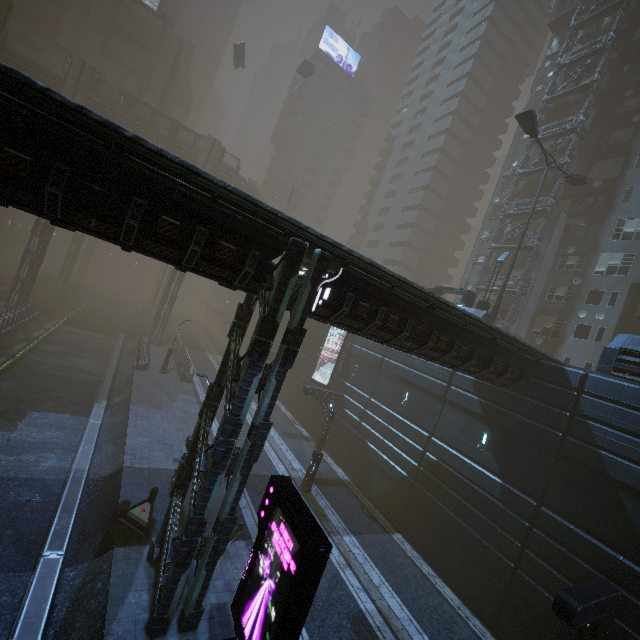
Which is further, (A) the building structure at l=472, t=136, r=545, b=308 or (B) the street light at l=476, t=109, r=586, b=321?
(A) the building structure at l=472, t=136, r=545, b=308

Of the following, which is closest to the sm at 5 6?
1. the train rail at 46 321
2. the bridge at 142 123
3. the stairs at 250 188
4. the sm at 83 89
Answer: the sm at 83 89

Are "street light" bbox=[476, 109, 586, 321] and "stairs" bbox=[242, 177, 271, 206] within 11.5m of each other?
no

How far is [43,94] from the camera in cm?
539

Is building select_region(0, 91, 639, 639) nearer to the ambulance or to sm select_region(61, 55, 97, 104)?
sm select_region(61, 55, 97, 104)

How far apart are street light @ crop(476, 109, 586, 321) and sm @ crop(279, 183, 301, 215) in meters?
39.8

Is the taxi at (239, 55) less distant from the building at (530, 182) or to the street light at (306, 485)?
the building at (530, 182)

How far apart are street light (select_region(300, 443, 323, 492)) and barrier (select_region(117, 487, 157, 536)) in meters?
8.8 m
